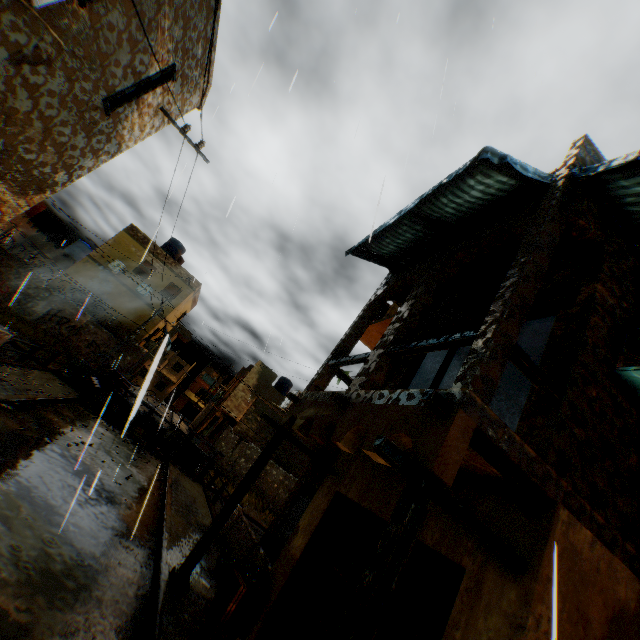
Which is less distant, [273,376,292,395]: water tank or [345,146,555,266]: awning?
[345,146,555,266]: awning

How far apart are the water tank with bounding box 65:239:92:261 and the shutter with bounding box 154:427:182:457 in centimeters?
2402cm

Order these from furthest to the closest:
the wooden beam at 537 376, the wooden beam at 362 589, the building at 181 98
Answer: the building at 181 98
the wooden beam at 537 376
the wooden beam at 362 589

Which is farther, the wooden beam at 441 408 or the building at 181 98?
the building at 181 98

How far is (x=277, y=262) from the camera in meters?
10.9 m

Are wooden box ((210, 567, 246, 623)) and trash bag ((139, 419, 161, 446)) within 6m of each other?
no

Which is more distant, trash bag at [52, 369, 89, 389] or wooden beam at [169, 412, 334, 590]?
trash bag at [52, 369, 89, 389]

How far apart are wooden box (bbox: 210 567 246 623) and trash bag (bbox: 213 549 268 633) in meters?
0.1
